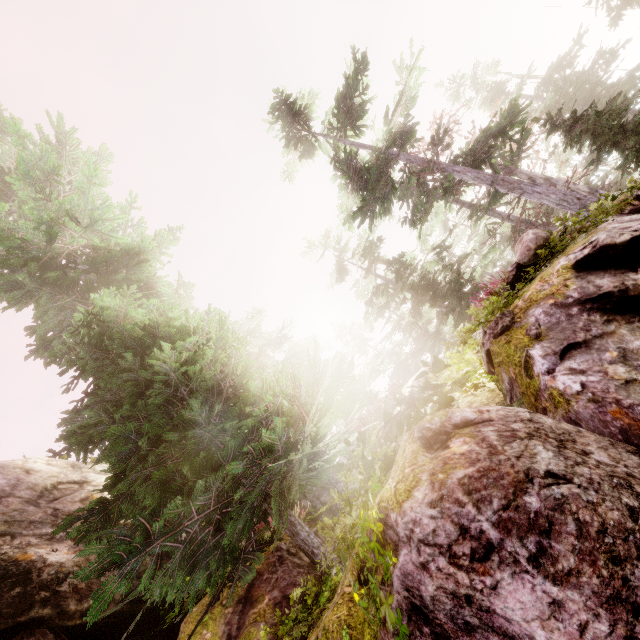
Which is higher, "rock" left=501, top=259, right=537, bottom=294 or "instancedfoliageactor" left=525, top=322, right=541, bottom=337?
"rock" left=501, top=259, right=537, bottom=294

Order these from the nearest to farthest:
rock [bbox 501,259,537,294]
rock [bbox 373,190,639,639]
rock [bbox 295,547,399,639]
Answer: rock [bbox 373,190,639,639] → rock [bbox 295,547,399,639] → rock [bbox 501,259,537,294]

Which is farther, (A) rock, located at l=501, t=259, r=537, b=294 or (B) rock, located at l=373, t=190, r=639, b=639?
(A) rock, located at l=501, t=259, r=537, b=294

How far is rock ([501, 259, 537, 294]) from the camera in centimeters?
748cm

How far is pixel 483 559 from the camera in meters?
1.7 m

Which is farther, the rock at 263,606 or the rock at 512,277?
the rock at 512,277
